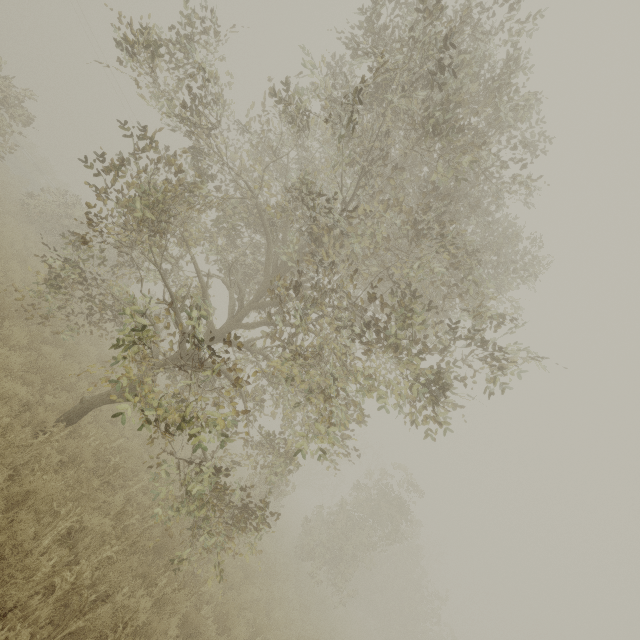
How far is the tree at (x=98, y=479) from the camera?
5.74m

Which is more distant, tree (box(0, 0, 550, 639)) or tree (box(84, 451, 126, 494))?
tree (box(84, 451, 126, 494))

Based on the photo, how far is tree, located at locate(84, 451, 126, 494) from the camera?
5.7 meters

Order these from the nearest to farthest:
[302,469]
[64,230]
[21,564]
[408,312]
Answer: [21,564]
[408,312]
[64,230]
[302,469]

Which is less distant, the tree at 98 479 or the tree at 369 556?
the tree at 369 556

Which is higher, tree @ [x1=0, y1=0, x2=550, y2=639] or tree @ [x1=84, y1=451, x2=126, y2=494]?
tree @ [x1=0, y1=0, x2=550, y2=639]
